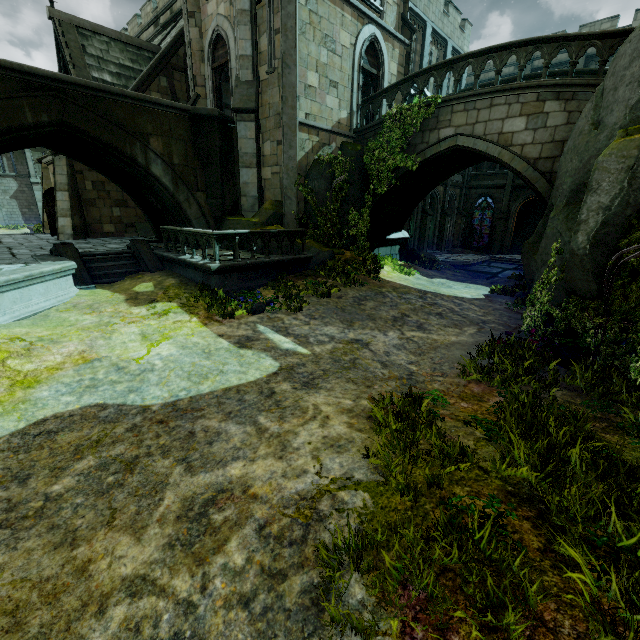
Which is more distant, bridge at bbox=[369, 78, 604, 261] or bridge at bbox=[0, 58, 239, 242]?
bridge at bbox=[369, 78, 604, 261]

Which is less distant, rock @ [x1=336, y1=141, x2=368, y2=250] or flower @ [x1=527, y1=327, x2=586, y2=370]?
flower @ [x1=527, y1=327, x2=586, y2=370]

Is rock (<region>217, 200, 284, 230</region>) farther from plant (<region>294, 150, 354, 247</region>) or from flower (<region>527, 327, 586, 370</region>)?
flower (<region>527, 327, 586, 370</region>)

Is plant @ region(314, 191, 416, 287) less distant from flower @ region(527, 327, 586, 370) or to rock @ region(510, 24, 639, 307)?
rock @ region(510, 24, 639, 307)

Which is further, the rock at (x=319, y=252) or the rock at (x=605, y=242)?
the rock at (x=319, y=252)

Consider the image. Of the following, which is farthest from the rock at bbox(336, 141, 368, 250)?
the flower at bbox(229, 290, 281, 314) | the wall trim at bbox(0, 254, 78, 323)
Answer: the wall trim at bbox(0, 254, 78, 323)

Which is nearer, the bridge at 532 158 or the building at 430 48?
the bridge at 532 158

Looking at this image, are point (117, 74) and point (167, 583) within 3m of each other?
no
